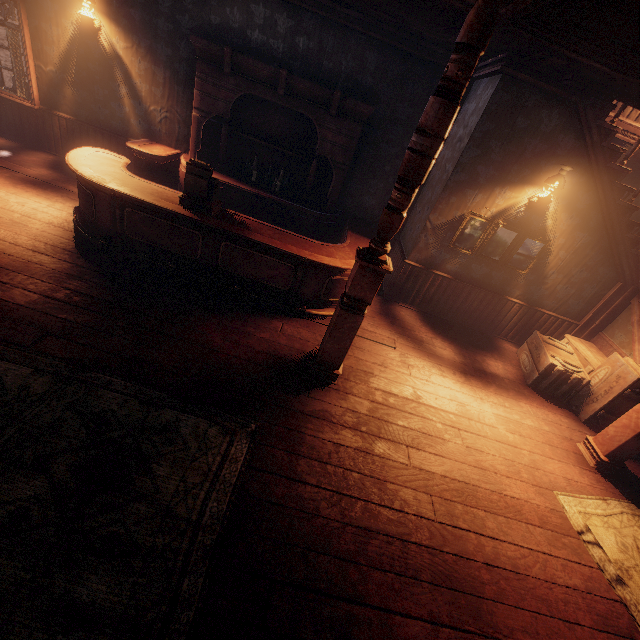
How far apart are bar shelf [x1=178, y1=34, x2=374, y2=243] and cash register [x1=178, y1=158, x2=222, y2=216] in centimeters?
152cm

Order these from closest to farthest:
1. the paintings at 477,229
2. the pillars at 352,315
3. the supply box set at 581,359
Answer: the pillars at 352,315, the supply box set at 581,359, the paintings at 477,229

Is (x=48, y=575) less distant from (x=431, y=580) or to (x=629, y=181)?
(x=431, y=580)

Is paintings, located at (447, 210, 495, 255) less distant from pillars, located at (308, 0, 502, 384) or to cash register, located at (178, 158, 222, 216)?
pillars, located at (308, 0, 502, 384)

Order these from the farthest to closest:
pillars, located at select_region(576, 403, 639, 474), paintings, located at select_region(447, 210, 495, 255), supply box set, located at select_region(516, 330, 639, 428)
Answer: paintings, located at select_region(447, 210, 495, 255) → supply box set, located at select_region(516, 330, 639, 428) → pillars, located at select_region(576, 403, 639, 474)

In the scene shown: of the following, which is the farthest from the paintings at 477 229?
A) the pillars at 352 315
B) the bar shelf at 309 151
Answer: the pillars at 352 315

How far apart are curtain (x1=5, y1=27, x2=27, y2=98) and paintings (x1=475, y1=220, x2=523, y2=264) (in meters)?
8.56
